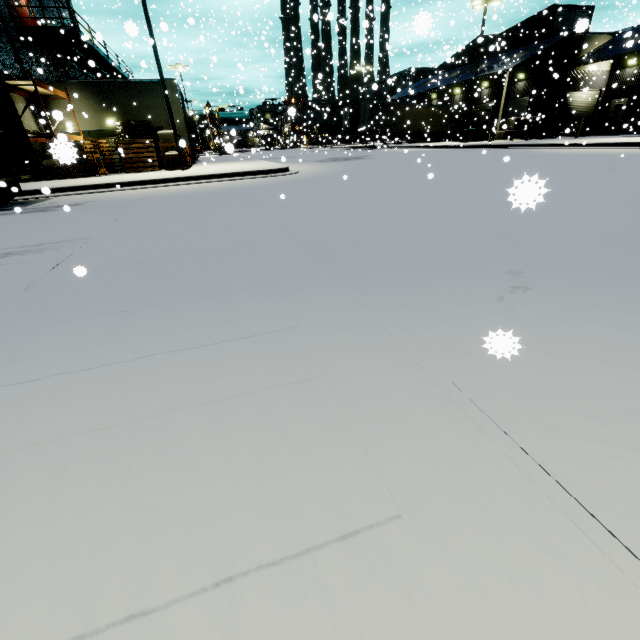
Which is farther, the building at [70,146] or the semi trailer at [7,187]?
the semi trailer at [7,187]

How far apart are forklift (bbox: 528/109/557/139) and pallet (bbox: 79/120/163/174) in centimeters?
3074cm

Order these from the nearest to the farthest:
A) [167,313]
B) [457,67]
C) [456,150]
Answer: [167,313] → [456,150] → [457,67]

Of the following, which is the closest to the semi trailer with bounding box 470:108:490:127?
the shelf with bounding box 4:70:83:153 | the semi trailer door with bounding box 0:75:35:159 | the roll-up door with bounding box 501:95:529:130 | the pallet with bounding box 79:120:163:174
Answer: the semi trailer door with bounding box 0:75:35:159

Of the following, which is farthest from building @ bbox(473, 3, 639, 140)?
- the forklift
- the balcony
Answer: the forklift

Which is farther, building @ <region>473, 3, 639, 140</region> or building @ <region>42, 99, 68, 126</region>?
building @ <region>473, 3, 639, 140</region>

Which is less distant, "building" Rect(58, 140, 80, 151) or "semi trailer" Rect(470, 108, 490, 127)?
"building" Rect(58, 140, 80, 151)

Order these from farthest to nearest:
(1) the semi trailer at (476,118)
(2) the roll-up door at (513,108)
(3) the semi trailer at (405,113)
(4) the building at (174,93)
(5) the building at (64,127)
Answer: (1) the semi trailer at (476,118) < (3) the semi trailer at (405,113) < (2) the roll-up door at (513,108) < (4) the building at (174,93) < (5) the building at (64,127)
